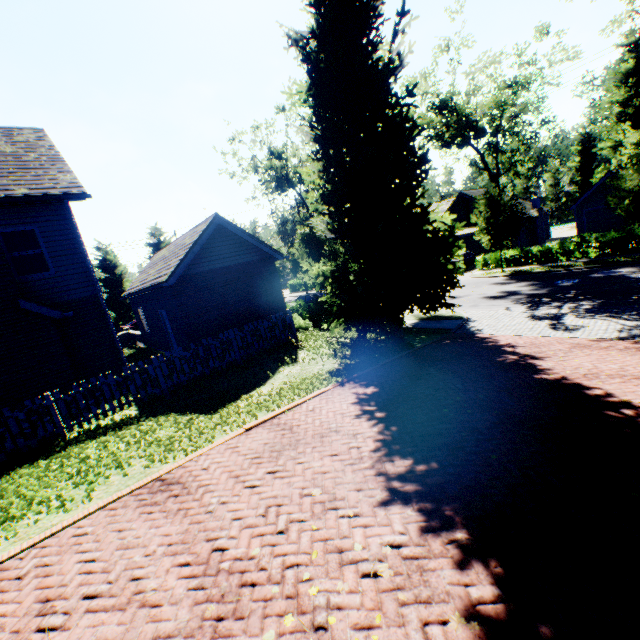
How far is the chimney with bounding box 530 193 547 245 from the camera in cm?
3538

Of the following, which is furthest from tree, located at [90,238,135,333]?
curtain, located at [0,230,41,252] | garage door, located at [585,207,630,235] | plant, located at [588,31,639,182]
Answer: curtain, located at [0,230,41,252]

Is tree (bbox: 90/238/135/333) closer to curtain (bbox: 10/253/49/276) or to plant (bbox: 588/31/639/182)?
plant (bbox: 588/31/639/182)

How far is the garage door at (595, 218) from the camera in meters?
27.7

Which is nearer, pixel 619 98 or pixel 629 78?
pixel 619 98

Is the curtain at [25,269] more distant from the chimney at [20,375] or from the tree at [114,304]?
the tree at [114,304]

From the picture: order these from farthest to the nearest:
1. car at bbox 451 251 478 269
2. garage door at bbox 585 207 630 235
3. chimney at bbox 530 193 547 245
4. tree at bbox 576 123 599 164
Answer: tree at bbox 576 123 599 164 → chimney at bbox 530 193 547 245 → car at bbox 451 251 478 269 → garage door at bbox 585 207 630 235

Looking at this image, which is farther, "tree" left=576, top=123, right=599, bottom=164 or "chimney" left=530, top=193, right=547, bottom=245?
Result: "tree" left=576, top=123, right=599, bottom=164
